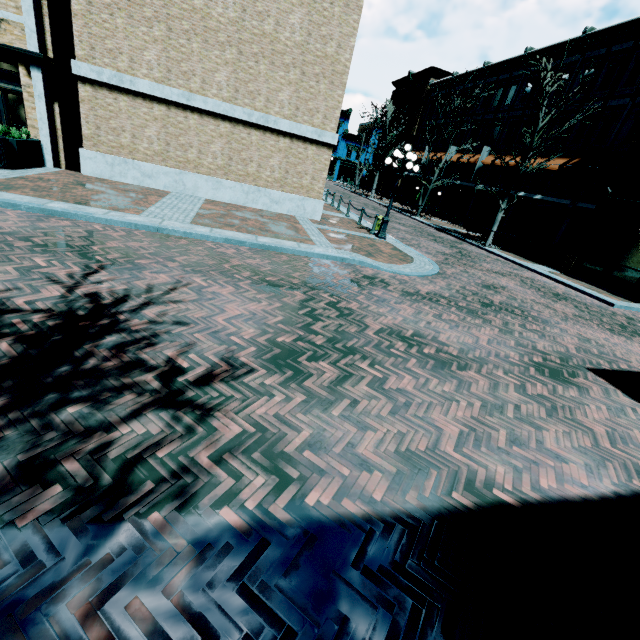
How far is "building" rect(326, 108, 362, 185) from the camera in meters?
54.6

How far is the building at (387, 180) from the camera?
44.6 meters

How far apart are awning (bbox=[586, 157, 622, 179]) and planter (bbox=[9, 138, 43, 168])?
27.2 meters

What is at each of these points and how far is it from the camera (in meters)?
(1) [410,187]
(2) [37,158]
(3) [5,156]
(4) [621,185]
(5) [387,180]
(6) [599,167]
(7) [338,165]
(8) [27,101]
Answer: (1) building, 41.06
(2) planter, 11.12
(3) garbage, 9.68
(4) building, 14.78
(5) building, 46.66
(6) awning, 18.80
(7) building, 57.53
(8) building, 10.79

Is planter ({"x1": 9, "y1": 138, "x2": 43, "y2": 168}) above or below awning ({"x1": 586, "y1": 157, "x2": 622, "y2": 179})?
below

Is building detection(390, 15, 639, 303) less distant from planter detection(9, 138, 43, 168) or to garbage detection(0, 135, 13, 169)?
garbage detection(0, 135, 13, 169)

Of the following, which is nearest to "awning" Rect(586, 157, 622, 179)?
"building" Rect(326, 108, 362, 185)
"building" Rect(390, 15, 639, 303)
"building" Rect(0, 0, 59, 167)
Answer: "building" Rect(390, 15, 639, 303)

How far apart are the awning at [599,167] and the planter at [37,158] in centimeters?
2723cm
